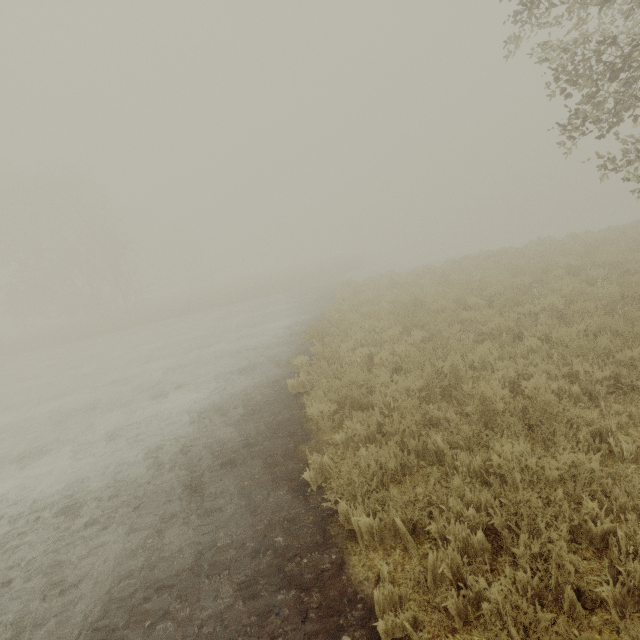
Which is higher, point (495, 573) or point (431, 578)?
point (431, 578)
